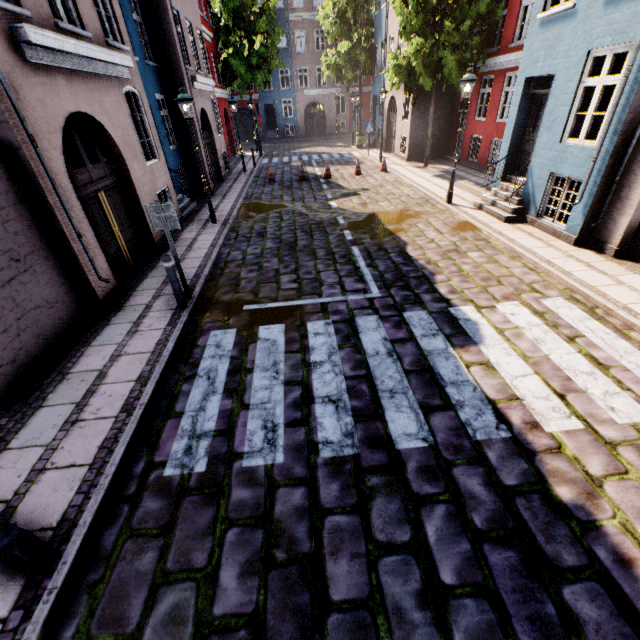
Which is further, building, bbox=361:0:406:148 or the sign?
building, bbox=361:0:406:148

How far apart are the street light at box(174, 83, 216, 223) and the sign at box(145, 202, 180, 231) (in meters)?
5.28

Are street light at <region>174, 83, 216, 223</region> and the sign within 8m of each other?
yes

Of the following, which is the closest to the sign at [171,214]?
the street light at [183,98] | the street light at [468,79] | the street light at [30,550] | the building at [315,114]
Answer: the street light at [30,550]

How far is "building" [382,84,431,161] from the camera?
18.0m

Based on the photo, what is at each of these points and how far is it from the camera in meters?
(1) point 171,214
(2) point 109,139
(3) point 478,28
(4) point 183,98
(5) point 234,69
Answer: (1) sign, 5.8 m
(2) building, 7.5 m
(3) tree, 14.5 m
(4) street light, 9.0 m
(5) tree, 23.3 m

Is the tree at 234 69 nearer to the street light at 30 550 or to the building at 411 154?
the building at 411 154

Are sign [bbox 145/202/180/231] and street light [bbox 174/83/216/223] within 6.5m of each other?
yes
